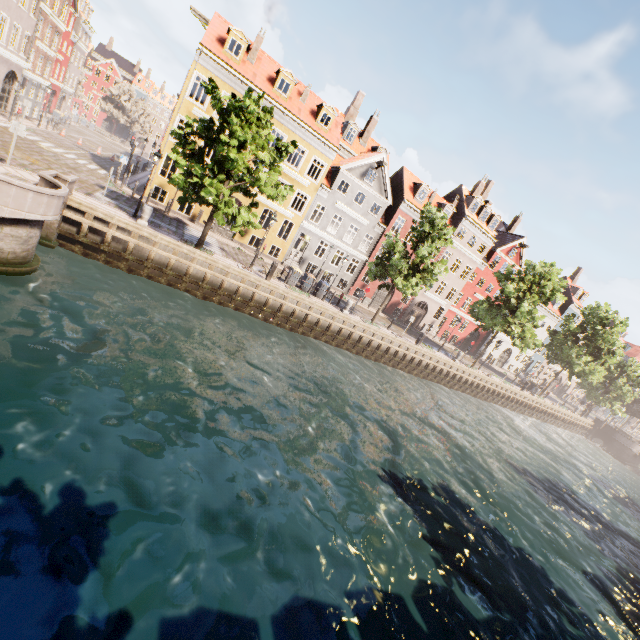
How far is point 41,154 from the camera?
20.4m

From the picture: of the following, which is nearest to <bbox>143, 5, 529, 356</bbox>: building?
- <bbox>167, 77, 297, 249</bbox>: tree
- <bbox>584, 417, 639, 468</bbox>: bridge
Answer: <bbox>167, 77, 297, 249</bbox>: tree

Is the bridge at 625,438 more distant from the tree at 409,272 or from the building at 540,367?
the building at 540,367

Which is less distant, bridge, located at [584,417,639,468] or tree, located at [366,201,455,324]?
tree, located at [366,201,455,324]

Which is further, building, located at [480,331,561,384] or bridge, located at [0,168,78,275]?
building, located at [480,331,561,384]

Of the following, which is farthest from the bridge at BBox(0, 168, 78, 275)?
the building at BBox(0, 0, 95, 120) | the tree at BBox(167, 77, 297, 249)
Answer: the building at BBox(0, 0, 95, 120)

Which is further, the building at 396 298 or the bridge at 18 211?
the building at 396 298

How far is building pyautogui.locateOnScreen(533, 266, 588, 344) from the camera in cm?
4781
